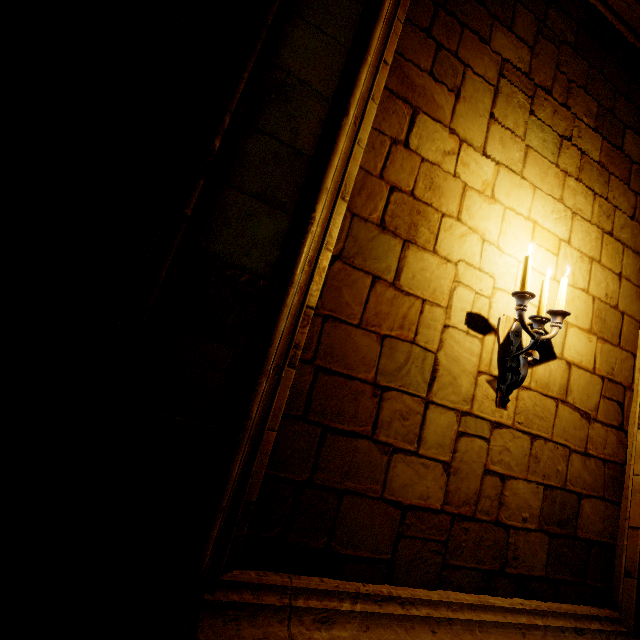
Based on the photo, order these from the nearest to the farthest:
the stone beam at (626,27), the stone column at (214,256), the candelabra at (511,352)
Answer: the stone column at (214,256)
the candelabra at (511,352)
the stone beam at (626,27)

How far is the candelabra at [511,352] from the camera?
2.04m

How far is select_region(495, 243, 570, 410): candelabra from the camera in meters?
2.0

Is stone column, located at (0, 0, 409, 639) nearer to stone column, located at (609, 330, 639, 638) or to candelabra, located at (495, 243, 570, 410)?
candelabra, located at (495, 243, 570, 410)

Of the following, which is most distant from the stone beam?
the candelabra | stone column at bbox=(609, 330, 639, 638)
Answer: the candelabra

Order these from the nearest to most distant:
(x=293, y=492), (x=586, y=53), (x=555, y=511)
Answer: (x=293, y=492), (x=555, y=511), (x=586, y=53)

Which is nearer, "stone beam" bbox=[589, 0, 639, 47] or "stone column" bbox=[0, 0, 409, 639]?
"stone column" bbox=[0, 0, 409, 639]

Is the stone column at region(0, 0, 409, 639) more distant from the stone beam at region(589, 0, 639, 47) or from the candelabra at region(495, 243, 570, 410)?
the candelabra at region(495, 243, 570, 410)
